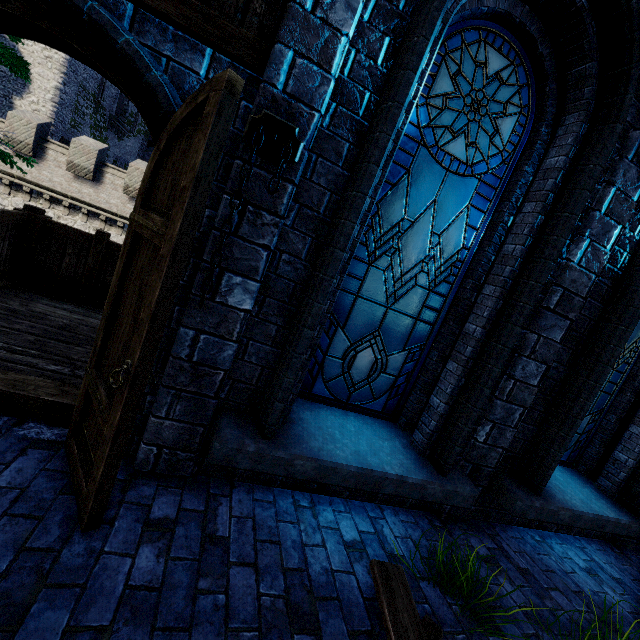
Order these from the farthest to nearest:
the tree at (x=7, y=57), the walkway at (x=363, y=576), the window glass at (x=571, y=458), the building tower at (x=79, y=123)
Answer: the building tower at (x=79, y=123), the tree at (x=7, y=57), the window glass at (x=571, y=458), the walkway at (x=363, y=576)

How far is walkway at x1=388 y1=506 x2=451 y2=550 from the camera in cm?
297

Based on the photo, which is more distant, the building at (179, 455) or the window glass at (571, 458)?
the window glass at (571, 458)

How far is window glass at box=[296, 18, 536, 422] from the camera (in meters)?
2.79

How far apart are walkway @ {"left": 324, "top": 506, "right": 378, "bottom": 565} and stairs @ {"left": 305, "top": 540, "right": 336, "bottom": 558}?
0.0 meters

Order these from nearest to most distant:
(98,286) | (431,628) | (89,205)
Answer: (431,628) → (98,286) → (89,205)

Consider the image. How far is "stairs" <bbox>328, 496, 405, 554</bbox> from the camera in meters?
2.8 m
